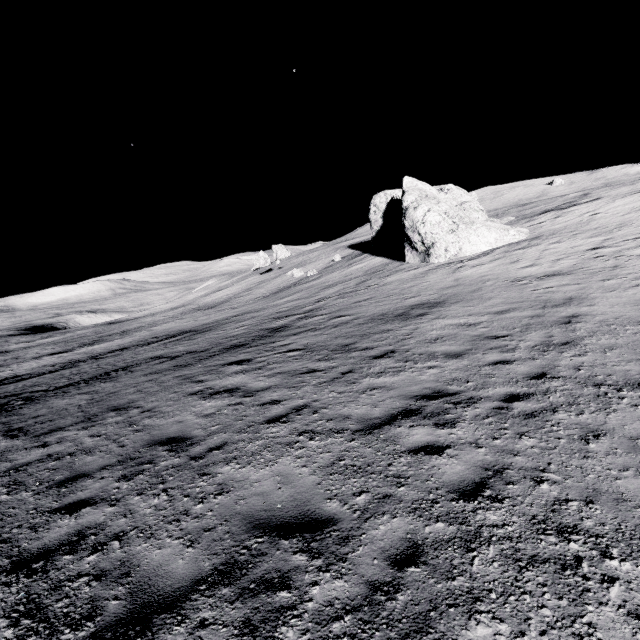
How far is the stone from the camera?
24.1 meters

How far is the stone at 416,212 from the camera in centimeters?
2414cm

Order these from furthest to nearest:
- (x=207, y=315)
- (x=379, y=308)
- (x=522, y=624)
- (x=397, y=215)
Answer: (x=207, y=315)
(x=397, y=215)
(x=379, y=308)
(x=522, y=624)
